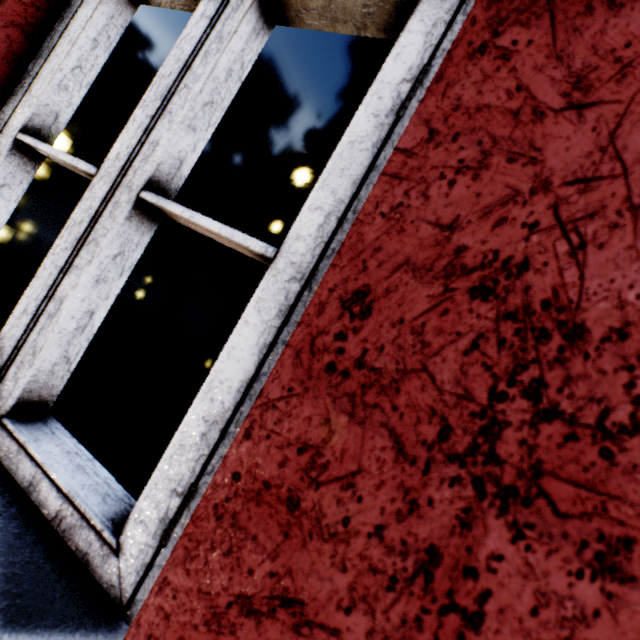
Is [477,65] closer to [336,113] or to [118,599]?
[118,599]
